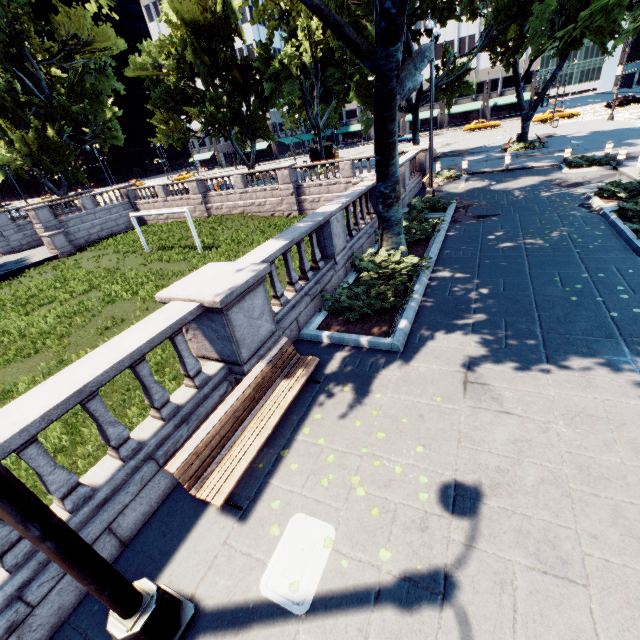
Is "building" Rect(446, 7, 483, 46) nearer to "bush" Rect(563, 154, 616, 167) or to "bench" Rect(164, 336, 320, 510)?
"bush" Rect(563, 154, 616, 167)

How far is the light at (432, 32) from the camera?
12.9 meters

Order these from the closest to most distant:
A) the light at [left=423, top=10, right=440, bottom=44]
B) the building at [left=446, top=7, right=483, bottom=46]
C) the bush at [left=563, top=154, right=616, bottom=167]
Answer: the light at [left=423, top=10, right=440, bottom=44]
the bush at [left=563, top=154, right=616, bottom=167]
the building at [left=446, top=7, right=483, bottom=46]

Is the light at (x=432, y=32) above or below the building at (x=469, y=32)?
below

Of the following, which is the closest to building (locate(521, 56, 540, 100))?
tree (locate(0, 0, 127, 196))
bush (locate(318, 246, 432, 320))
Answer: tree (locate(0, 0, 127, 196))

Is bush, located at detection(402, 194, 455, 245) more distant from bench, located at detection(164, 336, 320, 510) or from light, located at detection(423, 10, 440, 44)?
bench, located at detection(164, 336, 320, 510)

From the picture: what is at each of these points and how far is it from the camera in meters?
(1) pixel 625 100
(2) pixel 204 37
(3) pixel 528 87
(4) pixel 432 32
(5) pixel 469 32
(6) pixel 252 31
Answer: (1) vehicle, 44.5
(2) tree, 28.2
(3) building, 59.8
(4) light, 13.1
(5) building, 59.0
(6) building, 59.2

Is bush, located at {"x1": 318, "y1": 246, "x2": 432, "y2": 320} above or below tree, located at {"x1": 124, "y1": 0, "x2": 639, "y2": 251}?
below
